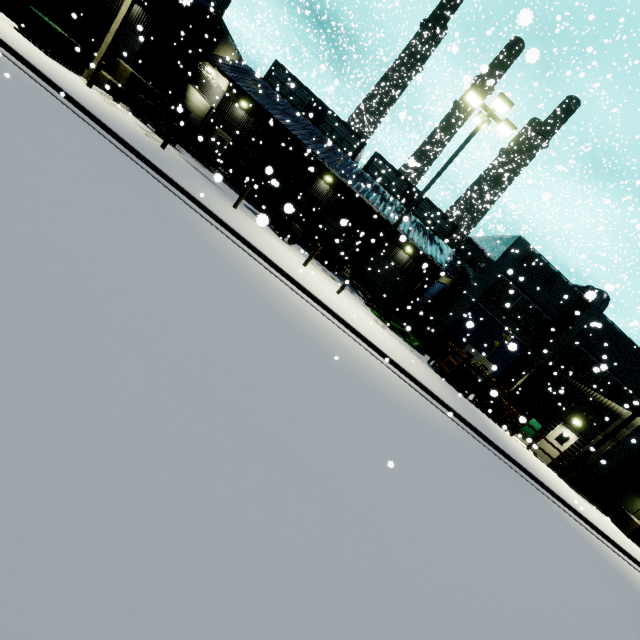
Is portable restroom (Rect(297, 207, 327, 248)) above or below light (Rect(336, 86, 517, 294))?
below

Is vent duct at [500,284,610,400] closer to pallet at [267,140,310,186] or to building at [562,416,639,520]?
building at [562,416,639,520]

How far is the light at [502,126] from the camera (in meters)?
12.24

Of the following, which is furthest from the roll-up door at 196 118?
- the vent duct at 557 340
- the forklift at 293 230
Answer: the vent duct at 557 340

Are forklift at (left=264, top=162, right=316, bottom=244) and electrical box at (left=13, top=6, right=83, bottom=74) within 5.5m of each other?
no

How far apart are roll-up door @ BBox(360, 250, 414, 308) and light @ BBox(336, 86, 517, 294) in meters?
15.0

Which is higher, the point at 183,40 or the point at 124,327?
the point at 183,40

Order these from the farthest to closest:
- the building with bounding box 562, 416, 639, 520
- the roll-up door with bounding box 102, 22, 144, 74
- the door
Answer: the door < the roll-up door with bounding box 102, 22, 144, 74 < the building with bounding box 562, 416, 639, 520
